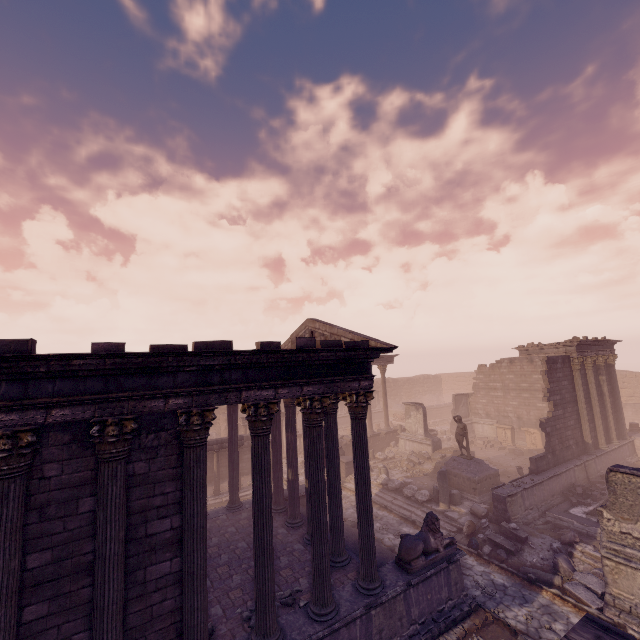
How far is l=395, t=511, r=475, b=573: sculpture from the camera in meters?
8.8 m

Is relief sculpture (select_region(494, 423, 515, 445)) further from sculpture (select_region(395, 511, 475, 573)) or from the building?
sculpture (select_region(395, 511, 475, 573))

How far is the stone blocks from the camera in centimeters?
1461cm

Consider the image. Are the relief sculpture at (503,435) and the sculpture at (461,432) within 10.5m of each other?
no

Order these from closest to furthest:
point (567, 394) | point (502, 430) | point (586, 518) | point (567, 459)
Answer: point (586, 518), point (567, 459), point (567, 394), point (502, 430)

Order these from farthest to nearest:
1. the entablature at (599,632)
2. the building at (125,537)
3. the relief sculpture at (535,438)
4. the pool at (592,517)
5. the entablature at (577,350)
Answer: the relief sculpture at (535,438)
the entablature at (577,350)
the pool at (592,517)
the building at (125,537)
the entablature at (599,632)

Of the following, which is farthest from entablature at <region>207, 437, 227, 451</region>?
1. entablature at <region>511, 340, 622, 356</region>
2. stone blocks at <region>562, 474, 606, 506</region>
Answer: entablature at <region>511, 340, 622, 356</region>

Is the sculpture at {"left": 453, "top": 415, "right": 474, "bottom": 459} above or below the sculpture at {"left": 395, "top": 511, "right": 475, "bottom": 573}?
above
